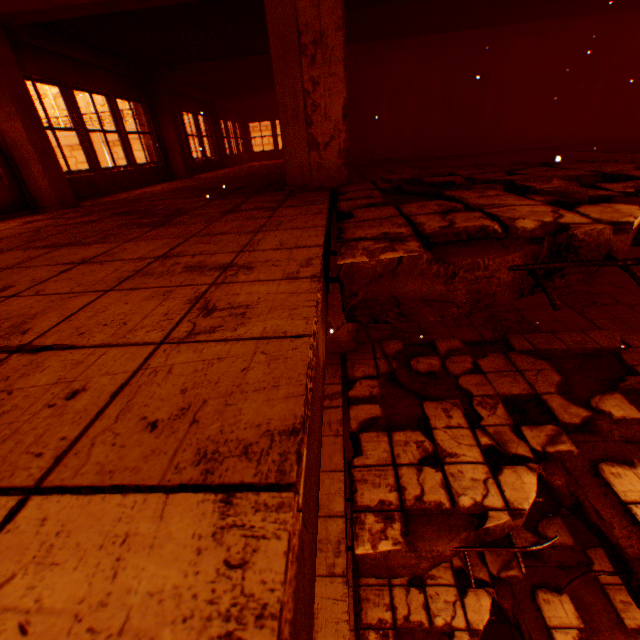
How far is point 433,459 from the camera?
4.08m

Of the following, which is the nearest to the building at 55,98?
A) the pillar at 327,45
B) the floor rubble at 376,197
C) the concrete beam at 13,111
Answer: the concrete beam at 13,111

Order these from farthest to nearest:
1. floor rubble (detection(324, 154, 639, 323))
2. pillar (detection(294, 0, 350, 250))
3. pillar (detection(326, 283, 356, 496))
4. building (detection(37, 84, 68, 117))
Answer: building (detection(37, 84, 68, 117)) < pillar (detection(326, 283, 356, 496)) < pillar (detection(294, 0, 350, 250)) < floor rubble (detection(324, 154, 639, 323))

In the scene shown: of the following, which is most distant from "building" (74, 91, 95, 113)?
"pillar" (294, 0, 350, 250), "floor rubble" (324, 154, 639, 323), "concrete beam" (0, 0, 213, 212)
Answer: "floor rubble" (324, 154, 639, 323)

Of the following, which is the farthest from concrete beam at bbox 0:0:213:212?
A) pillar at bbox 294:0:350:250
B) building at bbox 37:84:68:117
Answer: building at bbox 37:84:68:117

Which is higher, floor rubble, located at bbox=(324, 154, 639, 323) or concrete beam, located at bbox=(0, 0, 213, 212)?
concrete beam, located at bbox=(0, 0, 213, 212)

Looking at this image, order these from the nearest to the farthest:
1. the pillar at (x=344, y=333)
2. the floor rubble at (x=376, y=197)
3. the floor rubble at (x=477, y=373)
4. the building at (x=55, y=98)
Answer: the floor rubble at (x=376, y=197), the floor rubble at (x=477, y=373), the pillar at (x=344, y=333), the building at (x=55, y=98)

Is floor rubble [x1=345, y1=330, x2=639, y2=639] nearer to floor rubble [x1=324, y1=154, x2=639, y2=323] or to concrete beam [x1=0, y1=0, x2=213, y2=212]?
concrete beam [x1=0, y1=0, x2=213, y2=212]
